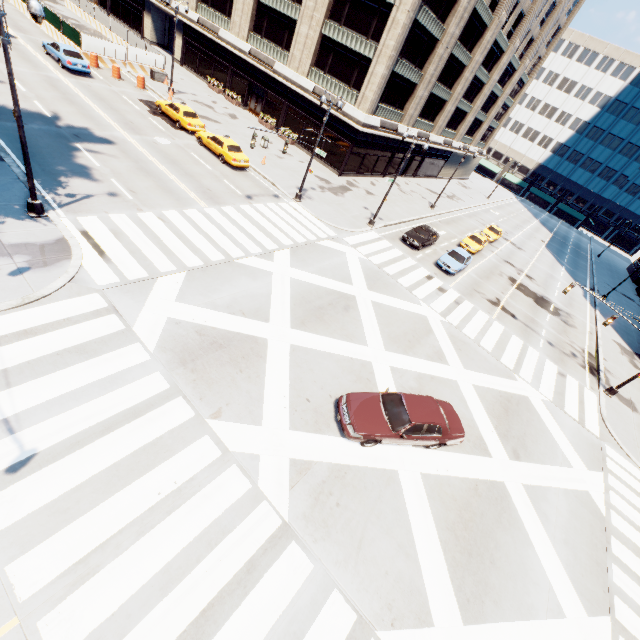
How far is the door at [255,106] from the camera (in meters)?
38.28

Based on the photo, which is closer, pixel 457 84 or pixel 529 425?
pixel 529 425

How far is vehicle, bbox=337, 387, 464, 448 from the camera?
11.23m

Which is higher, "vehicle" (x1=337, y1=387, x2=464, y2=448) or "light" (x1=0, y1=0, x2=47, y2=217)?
"vehicle" (x1=337, y1=387, x2=464, y2=448)

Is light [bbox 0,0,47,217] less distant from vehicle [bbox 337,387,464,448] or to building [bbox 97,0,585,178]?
vehicle [bbox 337,387,464,448]

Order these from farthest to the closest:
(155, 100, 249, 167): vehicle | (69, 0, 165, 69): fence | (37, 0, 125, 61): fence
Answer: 1. (69, 0, 165, 69): fence
2. (37, 0, 125, 61): fence
3. (155, 100, 249, 167): vehicle

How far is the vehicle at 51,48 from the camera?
26.4m

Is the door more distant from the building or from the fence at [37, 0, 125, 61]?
the fence at [37, 0, 125, 61]
